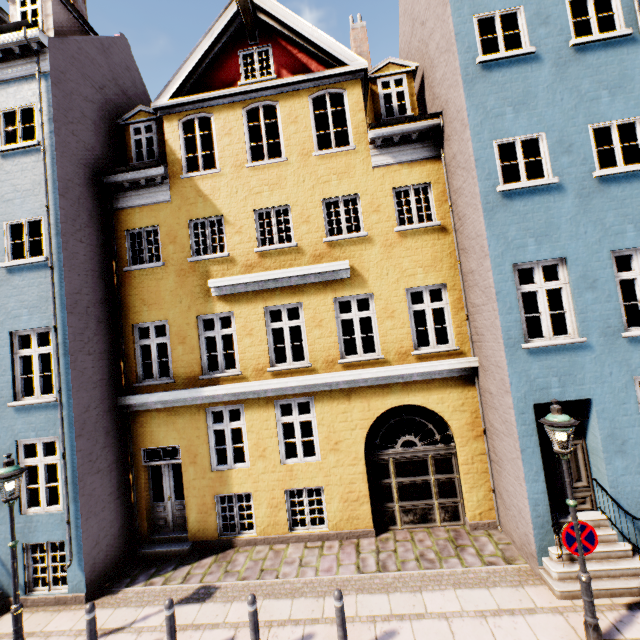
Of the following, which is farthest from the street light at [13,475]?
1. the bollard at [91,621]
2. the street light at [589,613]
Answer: the street light at [589,613]

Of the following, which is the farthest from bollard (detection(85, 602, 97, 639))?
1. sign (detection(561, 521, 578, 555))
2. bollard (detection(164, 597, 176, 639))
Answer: sign (detection(561, 521, 578, 555))

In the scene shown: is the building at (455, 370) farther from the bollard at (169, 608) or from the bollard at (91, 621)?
the bollard at (169, 608)

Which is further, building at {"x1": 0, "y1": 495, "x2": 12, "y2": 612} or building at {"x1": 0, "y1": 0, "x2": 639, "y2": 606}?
building at {"x1": 0, "y1": 495, "x2": 12, "y2": 612}

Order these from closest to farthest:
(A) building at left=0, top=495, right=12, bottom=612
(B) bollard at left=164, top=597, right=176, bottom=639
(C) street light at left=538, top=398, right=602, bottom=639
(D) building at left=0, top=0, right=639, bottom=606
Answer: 1. (C) street light at left=538, top=398, right=602, bottom=639
2. (B) bollard at left=164, top=597, right=176, bottom=639
3. (D) building at left=0, top=0, right=639, bottom=606
4. (A) building at left=0, top=495, right=12, bottom=612

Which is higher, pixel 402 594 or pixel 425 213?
pixel 425 213

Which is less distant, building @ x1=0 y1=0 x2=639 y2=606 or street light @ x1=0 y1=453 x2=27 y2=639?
street light @ x1=0 y1=453 x2=27 y2=639

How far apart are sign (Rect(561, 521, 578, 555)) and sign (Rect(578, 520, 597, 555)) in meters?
→ 0.1 m
